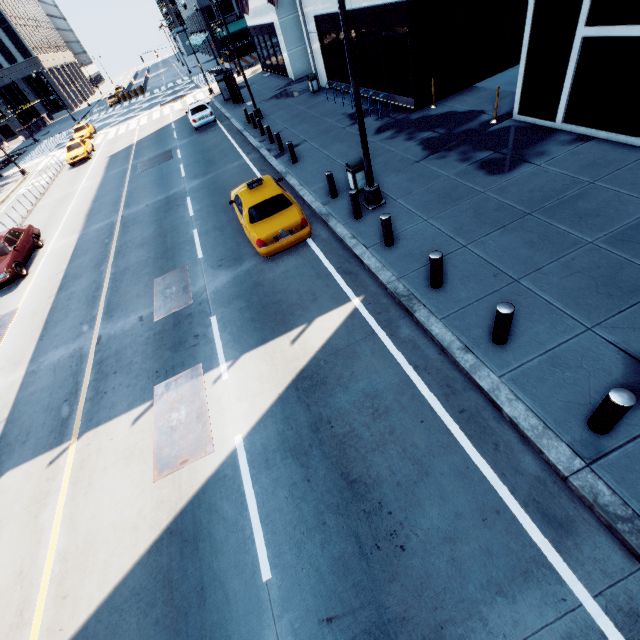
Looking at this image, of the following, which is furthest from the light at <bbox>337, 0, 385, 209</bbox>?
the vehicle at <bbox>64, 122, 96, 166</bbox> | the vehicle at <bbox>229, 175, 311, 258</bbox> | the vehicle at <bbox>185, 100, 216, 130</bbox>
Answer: the vehicle at <bbox>64, 122, 96, 166</bbox>

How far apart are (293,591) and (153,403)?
5.0m

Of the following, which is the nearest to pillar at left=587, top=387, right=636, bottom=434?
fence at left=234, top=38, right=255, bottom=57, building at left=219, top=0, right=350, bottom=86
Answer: building at left=219, top=0, right=350, bottom=86

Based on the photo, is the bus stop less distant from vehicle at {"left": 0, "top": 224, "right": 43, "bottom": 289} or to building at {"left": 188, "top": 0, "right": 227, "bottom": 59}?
vehicle at {"left": 0, "top": 224, "right": 43, "bottom": 289}

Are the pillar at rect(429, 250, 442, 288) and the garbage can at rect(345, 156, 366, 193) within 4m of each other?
no

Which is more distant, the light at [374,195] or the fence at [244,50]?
the fence at [244,50]

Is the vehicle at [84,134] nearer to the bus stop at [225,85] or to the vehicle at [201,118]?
the vehicle at [201,118]

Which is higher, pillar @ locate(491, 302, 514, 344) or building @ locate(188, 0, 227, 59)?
building @ locate(188, 0, 227, 59)
